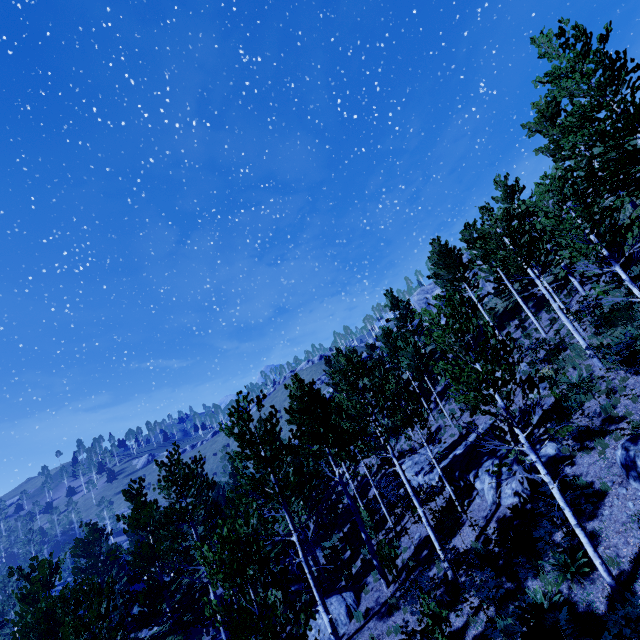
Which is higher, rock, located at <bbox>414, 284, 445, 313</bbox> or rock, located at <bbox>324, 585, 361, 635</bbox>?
rock, located at <bbox>414, 284, 445, 313</bbox>

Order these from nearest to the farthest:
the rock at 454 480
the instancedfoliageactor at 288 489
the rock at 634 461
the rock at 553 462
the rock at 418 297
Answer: the instancedfoliageactor at 288 489, the rock at 634 461, the rock at 553 462, the rock at 454 480, the rock at 418 297

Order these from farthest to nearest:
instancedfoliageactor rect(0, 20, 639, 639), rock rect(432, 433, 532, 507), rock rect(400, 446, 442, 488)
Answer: rock rect(400, 446, 442, 488)
rock rect(432, 433, 532, 507)
instancedfoliageactor rect(0, 20, 639, 639)

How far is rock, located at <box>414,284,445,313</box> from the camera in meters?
51.3

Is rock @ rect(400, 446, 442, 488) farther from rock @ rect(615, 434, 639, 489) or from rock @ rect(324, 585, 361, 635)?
rock @ rect(324, 585, 361, 635)

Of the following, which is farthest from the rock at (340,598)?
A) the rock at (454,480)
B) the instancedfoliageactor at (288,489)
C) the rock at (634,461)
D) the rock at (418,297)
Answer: the rock at (418,297)

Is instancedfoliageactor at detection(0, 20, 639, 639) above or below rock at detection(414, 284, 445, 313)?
below

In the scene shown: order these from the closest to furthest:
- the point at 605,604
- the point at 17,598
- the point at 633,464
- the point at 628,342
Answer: the point at 605,604
the point at 633,464
the point at 628,342
the point at 17,598
